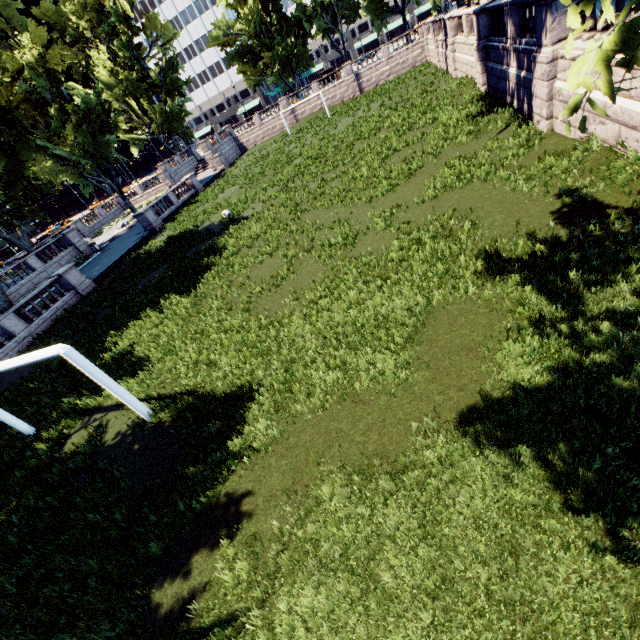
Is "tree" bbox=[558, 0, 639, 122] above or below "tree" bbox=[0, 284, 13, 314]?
above

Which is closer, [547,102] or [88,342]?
[547,102]

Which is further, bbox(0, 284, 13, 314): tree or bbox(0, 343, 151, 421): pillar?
bbox(0, 284, 13, 314): tree

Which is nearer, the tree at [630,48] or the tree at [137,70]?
the tree at [630,48]

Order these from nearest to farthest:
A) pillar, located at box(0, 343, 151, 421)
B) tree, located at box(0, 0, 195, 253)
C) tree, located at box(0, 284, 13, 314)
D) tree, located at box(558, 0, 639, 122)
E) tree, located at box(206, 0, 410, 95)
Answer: tree, located at box(558, 0, 639, 122)
pillar, located at box(0, 343, 151, 421)
tree, located at box(0, 284, 13, 314)
tree, located at box(0, 0, 195, 253)
tree, located at box(206, 0, 410, 95)

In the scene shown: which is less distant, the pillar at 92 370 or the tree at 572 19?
the tree at 572 19

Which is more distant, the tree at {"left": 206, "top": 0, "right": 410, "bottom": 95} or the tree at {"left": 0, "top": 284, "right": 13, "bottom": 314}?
the tree at {"left": 206, "top": 0, "right": 410, "bottom": 95}
